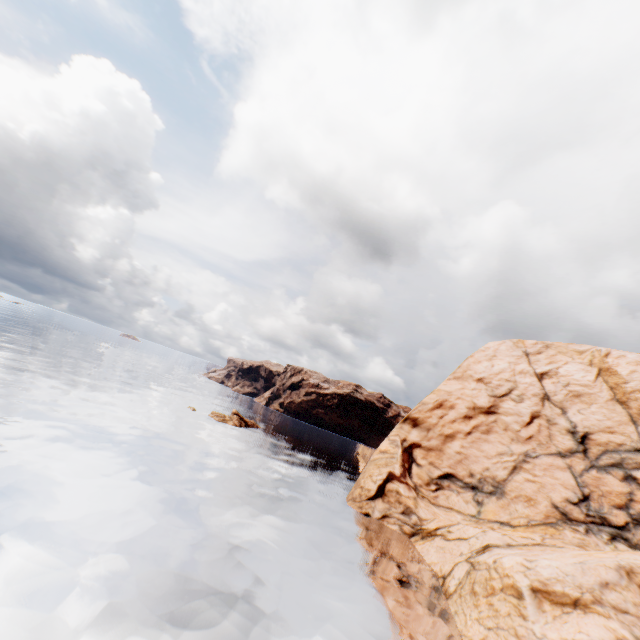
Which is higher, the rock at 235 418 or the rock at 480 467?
the rock at 480 467

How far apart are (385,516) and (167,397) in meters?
45.0

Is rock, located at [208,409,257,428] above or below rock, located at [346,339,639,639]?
below

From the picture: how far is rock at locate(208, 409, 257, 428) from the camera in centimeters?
5442cm

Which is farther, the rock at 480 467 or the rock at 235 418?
the rock at 235 418

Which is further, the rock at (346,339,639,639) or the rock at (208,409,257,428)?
the rock at (208,409,257,428)
